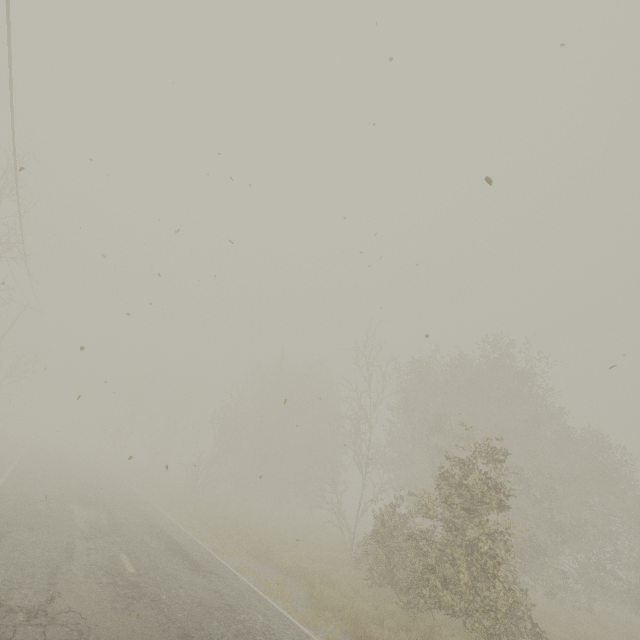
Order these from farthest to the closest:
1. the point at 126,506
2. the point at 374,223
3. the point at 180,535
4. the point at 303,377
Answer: the point at 303,377 < the point at 126,506 < the point at 180,535 < the point at 374,223
